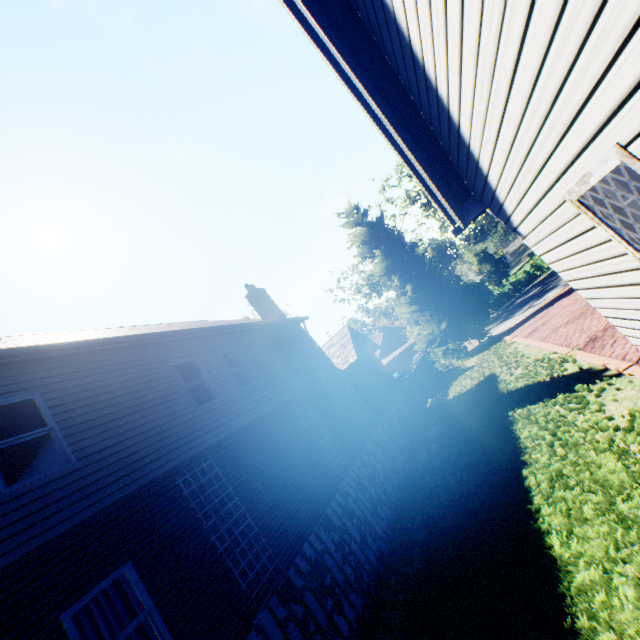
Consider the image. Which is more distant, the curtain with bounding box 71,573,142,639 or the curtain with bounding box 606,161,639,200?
the curtain with bounding box 71,573,142,639

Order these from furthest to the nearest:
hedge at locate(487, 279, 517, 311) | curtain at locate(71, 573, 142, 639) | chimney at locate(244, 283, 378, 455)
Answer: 1. hedge at locate(487, 279, 517, 311)
2. chimney at locate(244, 283, 378, 455)
3. curtain at locate(71, 573, 142, 639)

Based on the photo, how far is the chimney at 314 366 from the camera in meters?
12.8

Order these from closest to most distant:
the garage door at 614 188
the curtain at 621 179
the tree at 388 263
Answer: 1. the curtain at 621 179
2. the garage door at 614 188
3. the tree at 388 263

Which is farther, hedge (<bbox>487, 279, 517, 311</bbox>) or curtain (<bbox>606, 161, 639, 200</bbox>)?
hedge (<bbox>487, 279, 517, 311</bbox>)

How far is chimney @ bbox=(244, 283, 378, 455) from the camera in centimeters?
1279cm

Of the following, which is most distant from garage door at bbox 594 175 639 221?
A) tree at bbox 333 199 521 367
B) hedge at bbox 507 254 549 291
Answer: hedge at bbox 507 254 549 291

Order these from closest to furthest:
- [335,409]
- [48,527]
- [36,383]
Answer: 1. [48,527]
2. [36,383]
3. [335,409]
